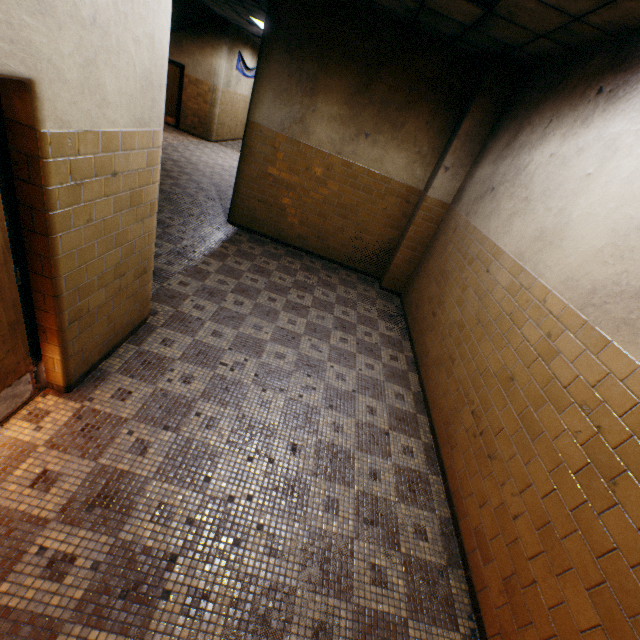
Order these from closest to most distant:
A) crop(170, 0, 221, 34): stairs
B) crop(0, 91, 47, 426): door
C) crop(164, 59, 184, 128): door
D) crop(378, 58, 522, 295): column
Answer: crop(0, 91, 47, 426): door < crop(378, 58, 522, 295): column < crop(170, 0, 221, 34): stairs < crop(164, 59, 184, 128): door

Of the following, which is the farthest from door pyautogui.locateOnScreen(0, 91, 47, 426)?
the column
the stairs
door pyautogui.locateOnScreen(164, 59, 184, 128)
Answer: door pyautogui.locateOnScreen(164, 59, 184, 128)

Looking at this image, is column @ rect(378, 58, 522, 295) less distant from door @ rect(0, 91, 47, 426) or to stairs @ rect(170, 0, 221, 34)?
door @ rect(0, 91, 47, 426)

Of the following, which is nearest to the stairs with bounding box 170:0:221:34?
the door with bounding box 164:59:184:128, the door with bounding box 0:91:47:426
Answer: the door with bounding box 164:59:184:128

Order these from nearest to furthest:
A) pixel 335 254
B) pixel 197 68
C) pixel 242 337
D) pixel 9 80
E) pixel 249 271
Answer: pixel 9 80
pixel 242 337
pixel 249 271
pixel 335 254
pixel 197 68

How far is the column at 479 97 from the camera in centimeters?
482cm

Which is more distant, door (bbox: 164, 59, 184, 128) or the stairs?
door (bbox: 164, 59, 184, 128)

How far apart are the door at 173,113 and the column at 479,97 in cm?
1183
